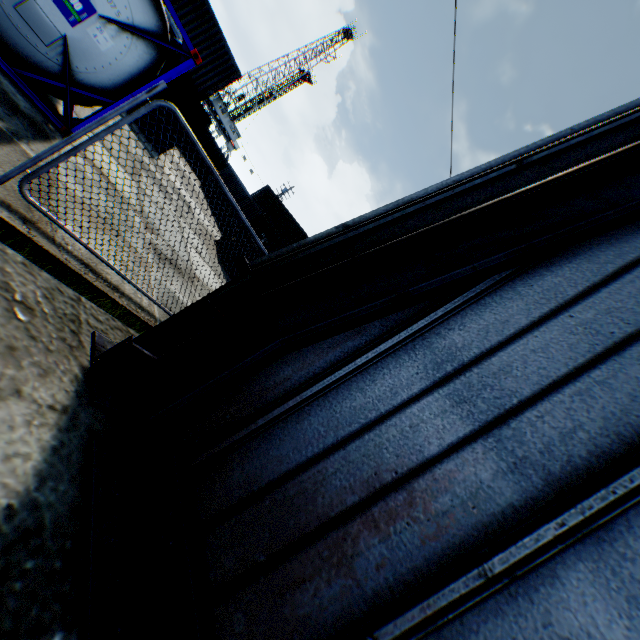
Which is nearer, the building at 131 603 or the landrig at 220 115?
the building at 131 603

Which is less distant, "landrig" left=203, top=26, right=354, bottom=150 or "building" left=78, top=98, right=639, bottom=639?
"building" left=78, top=98, right=639, bottom=639

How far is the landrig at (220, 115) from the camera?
53.8 meters

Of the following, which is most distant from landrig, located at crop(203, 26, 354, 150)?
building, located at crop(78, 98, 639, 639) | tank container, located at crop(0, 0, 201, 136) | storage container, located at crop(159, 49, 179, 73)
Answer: building, located at crop(78, 98, 639, 639)

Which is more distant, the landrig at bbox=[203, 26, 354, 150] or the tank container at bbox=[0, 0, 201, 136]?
the landrig at bbox=[203, 26, 354, 150]

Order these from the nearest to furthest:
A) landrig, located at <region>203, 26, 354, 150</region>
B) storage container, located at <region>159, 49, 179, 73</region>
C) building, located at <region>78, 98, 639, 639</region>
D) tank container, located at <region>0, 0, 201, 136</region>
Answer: building, located at <region>78, 98, 639, 639</region>
tank container, located at <region>0, 0, 201, 136</region>
storage container, located at <region>159, 49, 179, 73</region>
landrig, located at <region>203, 26, 354, 150</region>

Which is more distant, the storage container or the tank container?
the storage container

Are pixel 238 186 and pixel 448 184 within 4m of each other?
no
